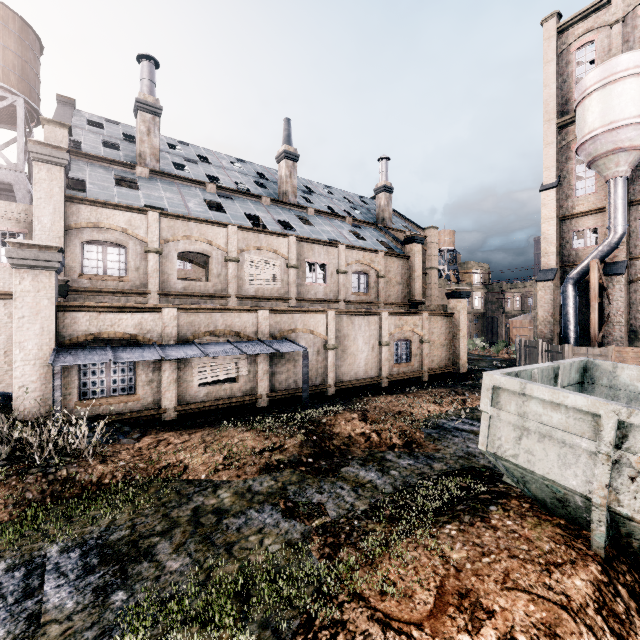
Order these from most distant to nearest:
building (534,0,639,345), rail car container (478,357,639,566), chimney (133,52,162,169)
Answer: building (534,0,639,345) → chimney (133,52,162,169) → rail car container (478,357,639,566)

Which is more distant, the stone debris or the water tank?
the water tank

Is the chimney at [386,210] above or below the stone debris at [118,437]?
above

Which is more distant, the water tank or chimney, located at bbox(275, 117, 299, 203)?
the water tank

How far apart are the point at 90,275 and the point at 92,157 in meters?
9.2

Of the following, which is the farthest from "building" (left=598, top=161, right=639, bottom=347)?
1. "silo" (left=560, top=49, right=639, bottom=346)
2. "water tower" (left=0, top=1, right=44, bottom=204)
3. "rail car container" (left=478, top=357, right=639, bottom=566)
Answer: "rail car container" (left=478, top=357, right=639, bottom=566)

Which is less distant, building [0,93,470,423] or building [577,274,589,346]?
building [0,93,470,423]

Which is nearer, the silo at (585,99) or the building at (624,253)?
the silo at (585,99)
